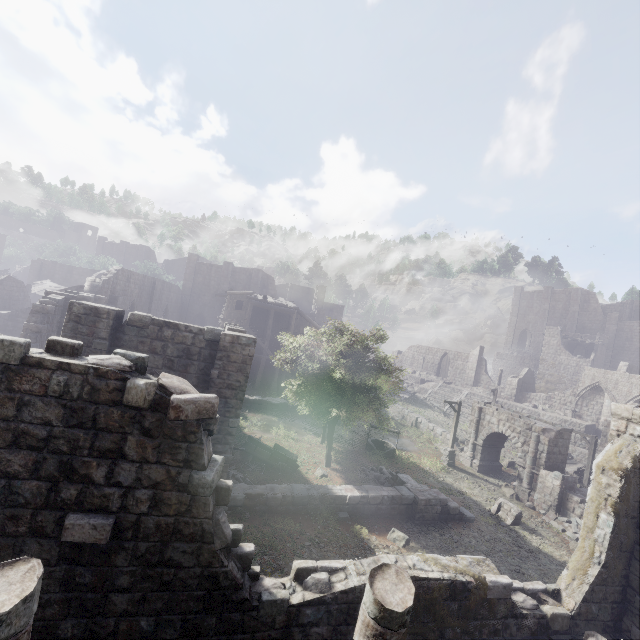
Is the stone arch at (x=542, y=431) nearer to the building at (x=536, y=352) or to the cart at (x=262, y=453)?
the building at (x=536, y=352)

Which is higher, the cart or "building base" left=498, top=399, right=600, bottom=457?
"building base" left=498, top=399, right=600, bottom=457

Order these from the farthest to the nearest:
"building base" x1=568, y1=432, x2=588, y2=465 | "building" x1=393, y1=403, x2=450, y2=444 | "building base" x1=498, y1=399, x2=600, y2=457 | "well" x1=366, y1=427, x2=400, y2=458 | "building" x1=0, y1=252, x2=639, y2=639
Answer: "building base" x1=498, y1=399, x2=600, y2=457
"building base" x1=568, y1=432, x2=588, y2=465
"building" x1=393, y1=403, x2=450, y2=444
"well" x1=366, y1=427, x2=400, y2=458
"building" x1=0, y1=252, x2=639, y2=639

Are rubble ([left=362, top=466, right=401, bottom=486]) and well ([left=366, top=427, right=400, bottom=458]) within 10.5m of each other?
yes

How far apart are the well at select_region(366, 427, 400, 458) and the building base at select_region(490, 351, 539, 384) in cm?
4216

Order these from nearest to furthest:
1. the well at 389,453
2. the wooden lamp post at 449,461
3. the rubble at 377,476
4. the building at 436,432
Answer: the rubble at 377,476
the well at 389,453
the wooden lamp post at 449,461
the building at 436,432

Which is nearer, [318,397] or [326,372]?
[326,372]

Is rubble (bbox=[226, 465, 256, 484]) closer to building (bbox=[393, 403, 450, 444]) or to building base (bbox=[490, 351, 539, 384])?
building (bbox=[393, 403, 450, 444])
